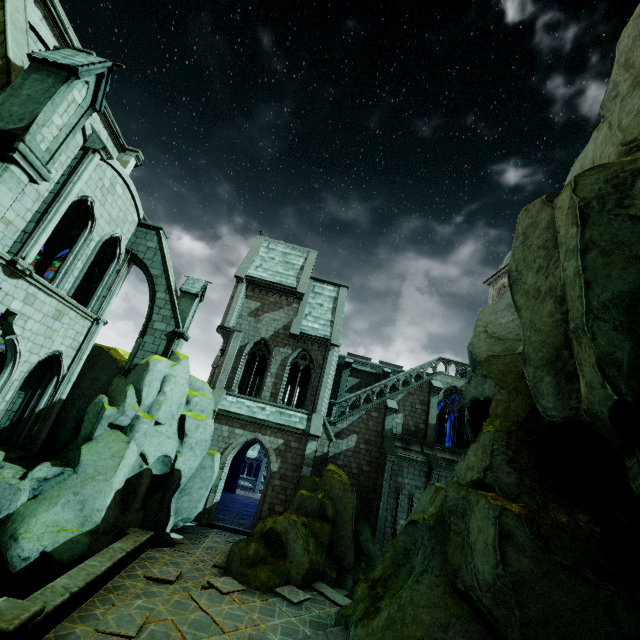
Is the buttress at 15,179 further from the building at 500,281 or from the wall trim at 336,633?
the wall trim at 336,633

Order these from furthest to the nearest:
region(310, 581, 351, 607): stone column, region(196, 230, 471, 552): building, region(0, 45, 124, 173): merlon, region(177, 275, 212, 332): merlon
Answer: region(196, 230, 471, 552): building → region(177, 275, 212, 332): merlon → region(310, 581, 351, 607): stone column → region(0, 45, 124, 173): merlon

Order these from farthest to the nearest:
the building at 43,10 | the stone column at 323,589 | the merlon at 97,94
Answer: the stone column at 323,589 → the building at 43,10 → the merlon at 97,94

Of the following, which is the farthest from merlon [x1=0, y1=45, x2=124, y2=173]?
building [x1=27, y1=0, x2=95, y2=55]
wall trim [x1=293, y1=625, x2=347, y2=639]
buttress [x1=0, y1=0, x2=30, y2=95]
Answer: wall trim [x1=293, y1=625, x2=347, y2=639]

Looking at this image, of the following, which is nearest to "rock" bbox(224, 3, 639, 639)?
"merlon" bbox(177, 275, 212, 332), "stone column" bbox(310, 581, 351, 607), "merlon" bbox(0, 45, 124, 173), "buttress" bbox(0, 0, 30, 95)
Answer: "stone column" bbox(310, 581, 351, 607)

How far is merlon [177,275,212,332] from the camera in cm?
1806

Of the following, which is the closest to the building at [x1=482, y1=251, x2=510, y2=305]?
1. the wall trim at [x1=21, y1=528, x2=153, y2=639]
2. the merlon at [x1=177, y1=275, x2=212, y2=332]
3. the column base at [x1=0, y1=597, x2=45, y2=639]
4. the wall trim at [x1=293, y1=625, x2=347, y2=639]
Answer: the merlon at [x1=177, y1=275, x2=212, y2=332]

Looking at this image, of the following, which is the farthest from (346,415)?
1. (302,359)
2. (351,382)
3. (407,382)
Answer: (407,382)
